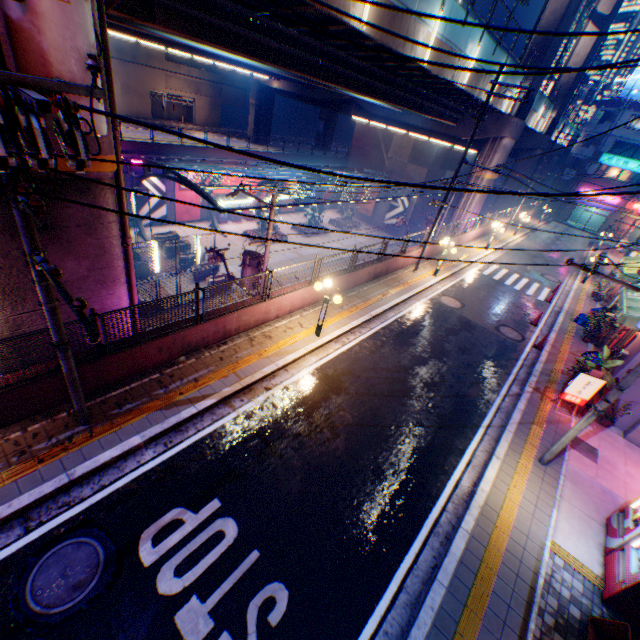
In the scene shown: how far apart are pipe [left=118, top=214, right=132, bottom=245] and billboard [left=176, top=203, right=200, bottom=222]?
24.01m

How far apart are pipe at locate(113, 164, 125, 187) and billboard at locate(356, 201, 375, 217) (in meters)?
39.84

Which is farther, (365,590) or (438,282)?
(438,282)

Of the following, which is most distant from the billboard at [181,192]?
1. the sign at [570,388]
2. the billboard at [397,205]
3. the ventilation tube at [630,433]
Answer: the ventilation tube at [630,433]

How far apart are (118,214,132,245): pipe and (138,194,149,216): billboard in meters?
22.4 m

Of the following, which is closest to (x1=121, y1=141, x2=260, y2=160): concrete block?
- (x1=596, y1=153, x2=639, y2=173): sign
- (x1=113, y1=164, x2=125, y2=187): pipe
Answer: (x1=113, y1=164, x2=125, y2=187): pipe

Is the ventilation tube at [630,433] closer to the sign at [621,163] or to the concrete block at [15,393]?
the concrete block at [15,393]

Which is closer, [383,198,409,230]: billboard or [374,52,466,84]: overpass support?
[374,52,466,84]: overpass support
